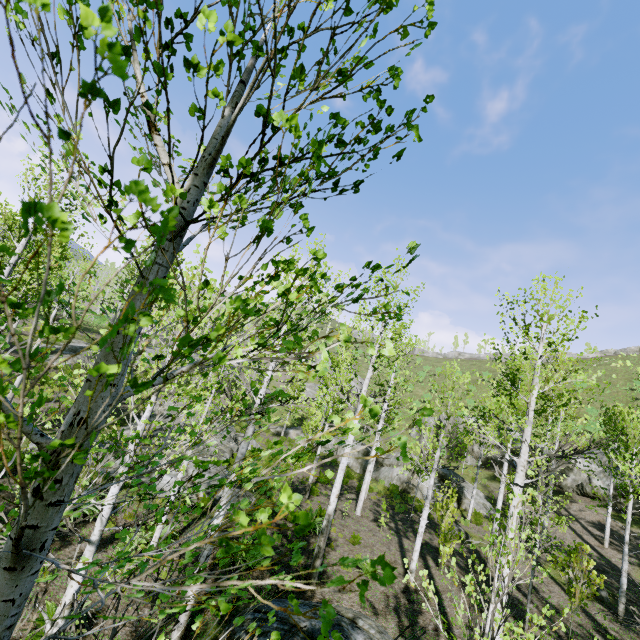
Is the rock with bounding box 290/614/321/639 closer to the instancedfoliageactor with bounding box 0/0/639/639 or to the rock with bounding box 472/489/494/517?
the instancedfoliageactor with bounding box 0/0/639/639

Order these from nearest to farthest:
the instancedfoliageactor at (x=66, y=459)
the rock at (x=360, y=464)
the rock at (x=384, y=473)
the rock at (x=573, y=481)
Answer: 1. the instancedfoliageactor at (x=66, y=459)
2. the rock at (x=573, y=481)
3. the rock at (x=384, y=473)
4. the rock at (x=360, y=464)

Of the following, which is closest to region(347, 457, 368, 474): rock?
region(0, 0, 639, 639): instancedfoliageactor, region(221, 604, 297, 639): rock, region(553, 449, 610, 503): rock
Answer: region(0, 0, 639, 639): instancedfoliageactor

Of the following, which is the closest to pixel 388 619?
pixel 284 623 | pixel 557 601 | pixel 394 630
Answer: pixel 394 630

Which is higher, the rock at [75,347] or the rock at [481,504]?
the rock at [75,347]

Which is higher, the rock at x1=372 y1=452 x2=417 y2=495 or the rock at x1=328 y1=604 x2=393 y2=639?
the rock at x1=372 y1=452 x2=417 y2=495

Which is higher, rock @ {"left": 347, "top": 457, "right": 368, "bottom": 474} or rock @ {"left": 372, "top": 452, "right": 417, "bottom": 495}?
rock @ {"left": 372, "top": 452, "right": 417, "bottom": 495}

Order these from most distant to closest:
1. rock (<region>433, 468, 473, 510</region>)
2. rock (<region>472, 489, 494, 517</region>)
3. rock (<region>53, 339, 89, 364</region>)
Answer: rock (<region>53, 339, 89, 364</region>) < rock (<region>433, 468, 473, 510</region>) < rock (<region>472, 489, 494, 517</region>)
